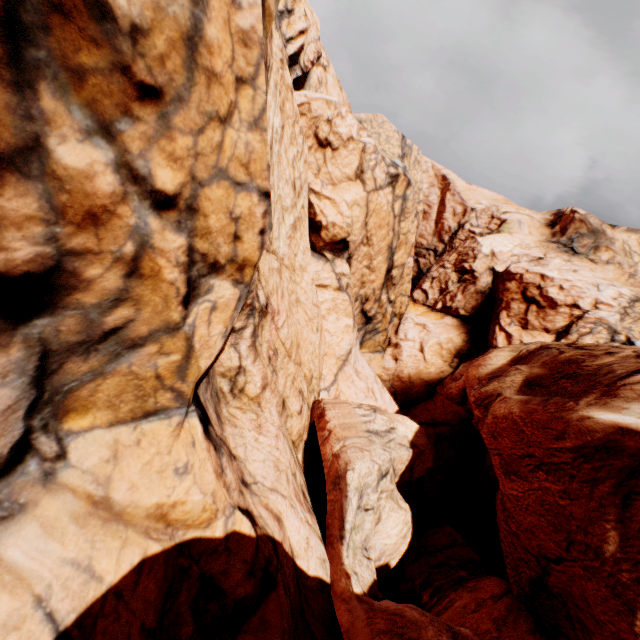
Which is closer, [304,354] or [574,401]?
[574,401]
